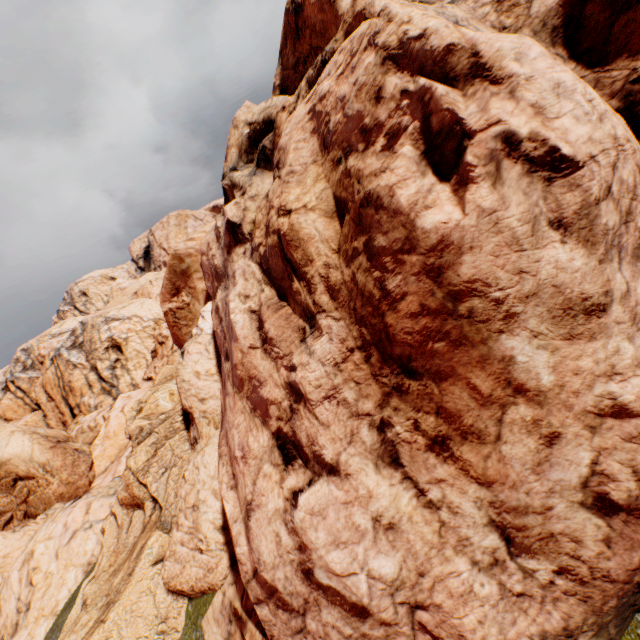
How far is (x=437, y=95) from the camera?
2.3 meters
